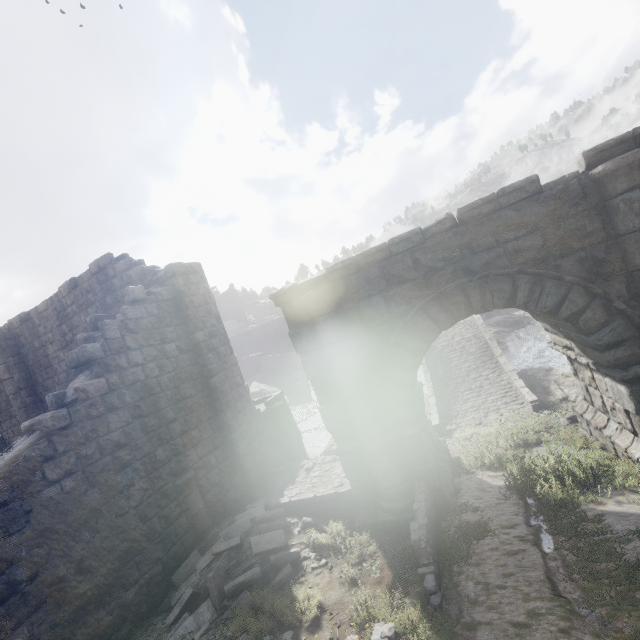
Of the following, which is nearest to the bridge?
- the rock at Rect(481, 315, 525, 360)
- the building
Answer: the rock at Rect(481, 315, 525, 360)

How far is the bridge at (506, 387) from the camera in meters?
13.6 m

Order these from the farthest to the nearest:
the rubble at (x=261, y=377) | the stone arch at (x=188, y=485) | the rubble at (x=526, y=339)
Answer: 1. the rubble at (x=261, y=377)
2. the rubble at (x=526, y=339)
3. the stone arch at (x=188, y=485)

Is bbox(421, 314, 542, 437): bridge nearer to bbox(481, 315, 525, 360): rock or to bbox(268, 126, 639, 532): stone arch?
bbox(481, 315, 525, 360): rock

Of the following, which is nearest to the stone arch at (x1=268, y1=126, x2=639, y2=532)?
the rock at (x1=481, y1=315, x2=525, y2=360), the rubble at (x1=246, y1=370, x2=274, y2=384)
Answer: the rock at (x1=481, y1=315, x2=525, y2=360)

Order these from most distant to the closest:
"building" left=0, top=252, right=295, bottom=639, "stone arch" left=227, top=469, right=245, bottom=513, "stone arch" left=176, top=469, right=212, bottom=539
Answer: "stone arch" left=227, top=469, right=245, bottom=513
"stone arch" left=176, top=469, right=212, bottom=539
"building" left=0, top=252, right=295, bottom=639

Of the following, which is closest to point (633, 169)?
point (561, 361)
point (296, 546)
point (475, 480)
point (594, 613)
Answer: point (594, 613)

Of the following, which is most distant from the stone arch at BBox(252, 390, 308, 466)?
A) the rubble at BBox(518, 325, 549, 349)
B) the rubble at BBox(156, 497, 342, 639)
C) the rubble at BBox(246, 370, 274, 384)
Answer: the rubble at BBox(246, 370, 274, 384)
